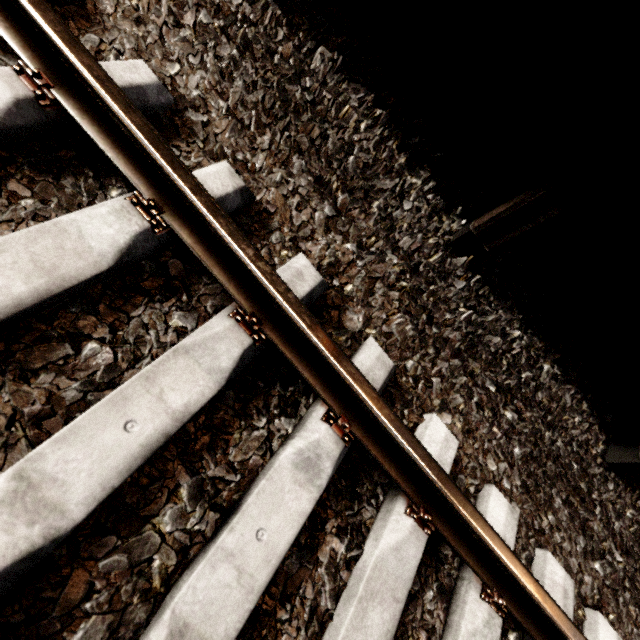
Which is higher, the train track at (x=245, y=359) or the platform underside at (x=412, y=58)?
the platform underside at (x=412, y=58)

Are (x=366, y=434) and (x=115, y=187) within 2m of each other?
yes

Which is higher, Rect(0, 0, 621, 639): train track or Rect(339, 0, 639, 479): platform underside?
Rect(339, 0, 639, 479): platform underside

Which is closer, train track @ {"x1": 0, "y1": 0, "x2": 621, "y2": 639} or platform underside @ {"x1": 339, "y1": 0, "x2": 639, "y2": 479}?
train track @ {"x1": 0, "y1": 0, "x2": 621, "y2": 639}

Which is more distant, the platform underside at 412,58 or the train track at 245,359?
the platform underside at 412,58
